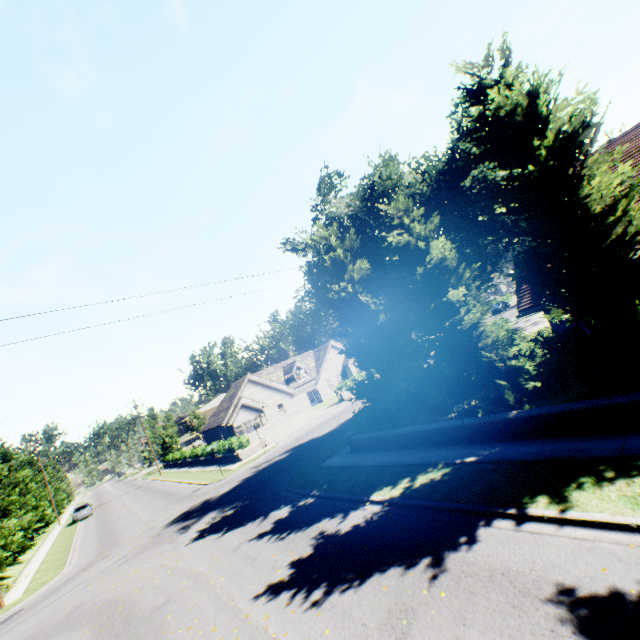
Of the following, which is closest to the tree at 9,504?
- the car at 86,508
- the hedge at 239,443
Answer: the car at 86,508

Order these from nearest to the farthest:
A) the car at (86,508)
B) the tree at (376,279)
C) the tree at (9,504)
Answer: the tree at (376,279)
the tree at (9,504)
the car at (86,508)

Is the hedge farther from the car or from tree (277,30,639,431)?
the car

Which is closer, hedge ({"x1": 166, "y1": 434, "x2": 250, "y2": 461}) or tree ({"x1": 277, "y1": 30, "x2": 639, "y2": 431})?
tree ({"x1": 277, "y1": 30, "x2": 639, "y2": 431})

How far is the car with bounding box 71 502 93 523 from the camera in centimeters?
3813cm

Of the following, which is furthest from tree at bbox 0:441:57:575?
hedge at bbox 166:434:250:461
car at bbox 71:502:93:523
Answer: hedge at bbox 166:434:250:461

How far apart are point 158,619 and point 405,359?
12.2m

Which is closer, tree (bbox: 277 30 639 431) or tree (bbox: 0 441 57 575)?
tree (bbox: 277 30 639 431)
